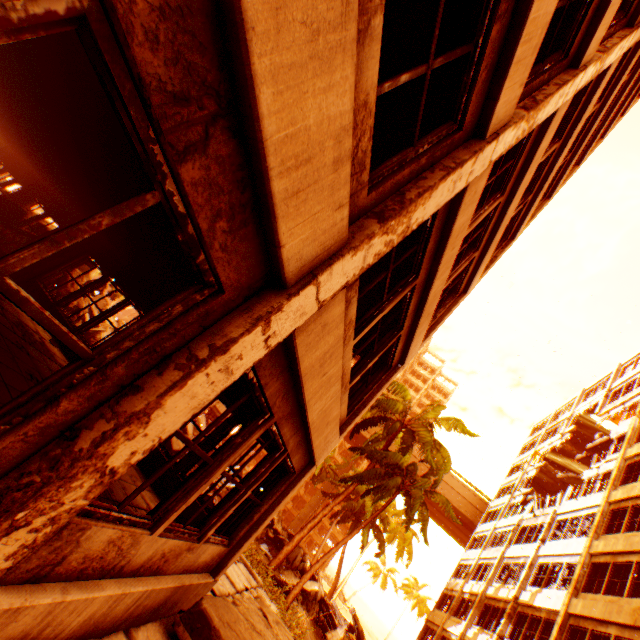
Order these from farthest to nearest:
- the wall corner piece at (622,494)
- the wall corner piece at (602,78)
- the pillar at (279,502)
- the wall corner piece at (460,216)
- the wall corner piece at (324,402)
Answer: the wall corner piece at (622,494)
the wall corner piece at (602,78)
the pillar at (279,502)
the wall corner piece at (460,216)
the wall corner piece at (324,402)

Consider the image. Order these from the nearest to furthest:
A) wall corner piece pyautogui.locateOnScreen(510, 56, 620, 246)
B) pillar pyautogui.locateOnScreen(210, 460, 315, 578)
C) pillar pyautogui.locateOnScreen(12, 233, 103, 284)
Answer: pillar pyautogui.locateOnScreen(210, 460, 315, 578) → wall corner piece pyautogui.locateOnScreen(510, 56, 620, 246) → pillar pyautogui.locateOnScreen(12, 233, 103, 284)

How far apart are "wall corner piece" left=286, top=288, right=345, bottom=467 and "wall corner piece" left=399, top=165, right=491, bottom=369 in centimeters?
221cm

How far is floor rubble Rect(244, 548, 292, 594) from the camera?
10.6 meters

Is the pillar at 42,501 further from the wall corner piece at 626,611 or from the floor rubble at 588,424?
the floor rubble at 588,424

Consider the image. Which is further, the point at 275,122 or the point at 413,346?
the point at 413,346

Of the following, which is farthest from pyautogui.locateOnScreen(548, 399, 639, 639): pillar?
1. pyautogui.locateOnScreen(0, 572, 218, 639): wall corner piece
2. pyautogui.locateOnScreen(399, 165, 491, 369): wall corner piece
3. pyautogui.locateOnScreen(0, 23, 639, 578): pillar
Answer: pyautogui.locateOnScreen(0, 23, 639, 578): pillar

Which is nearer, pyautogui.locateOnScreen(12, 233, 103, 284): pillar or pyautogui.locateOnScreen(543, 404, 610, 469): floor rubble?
pyautogui.locateOnScreen(12, 233, 103, 284): pillar
